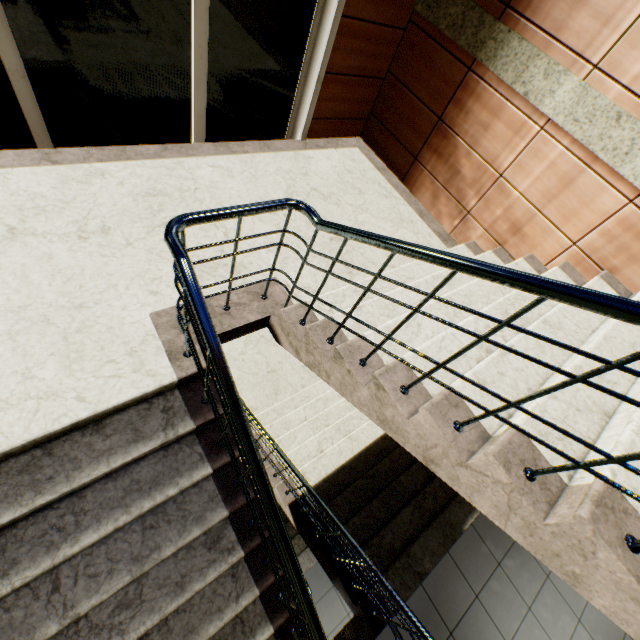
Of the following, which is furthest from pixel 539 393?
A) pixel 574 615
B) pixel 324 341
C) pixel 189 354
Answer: pixel 574 615
